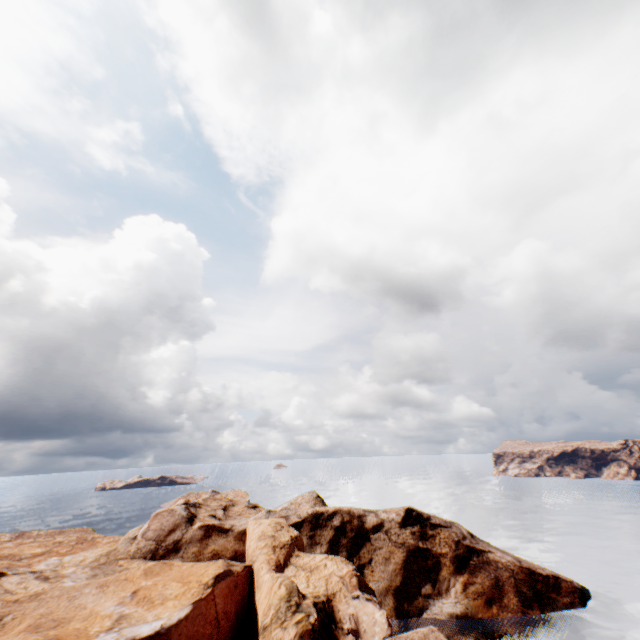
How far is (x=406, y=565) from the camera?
37.2m
